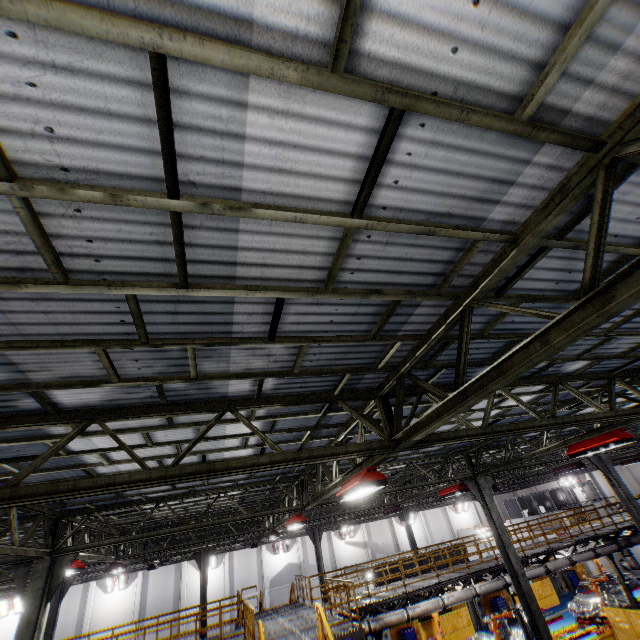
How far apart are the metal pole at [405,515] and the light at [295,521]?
16.5 meters

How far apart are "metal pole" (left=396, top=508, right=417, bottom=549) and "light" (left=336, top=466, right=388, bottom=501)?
22.7 meters

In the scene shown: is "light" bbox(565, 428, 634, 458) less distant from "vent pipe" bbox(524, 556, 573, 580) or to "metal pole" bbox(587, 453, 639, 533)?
"metal pole" bbox(587, 453, 639, 533)

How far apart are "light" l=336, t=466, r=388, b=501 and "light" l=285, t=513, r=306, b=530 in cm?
568

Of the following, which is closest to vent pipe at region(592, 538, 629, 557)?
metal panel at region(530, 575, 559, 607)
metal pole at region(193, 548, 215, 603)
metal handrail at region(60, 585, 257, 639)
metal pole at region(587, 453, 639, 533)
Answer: metal panel at region(530, 575, 559, 607)

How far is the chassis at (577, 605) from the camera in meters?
19.0 m

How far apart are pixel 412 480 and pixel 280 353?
17.0 meters

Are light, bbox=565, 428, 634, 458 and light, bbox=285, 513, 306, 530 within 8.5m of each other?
no
